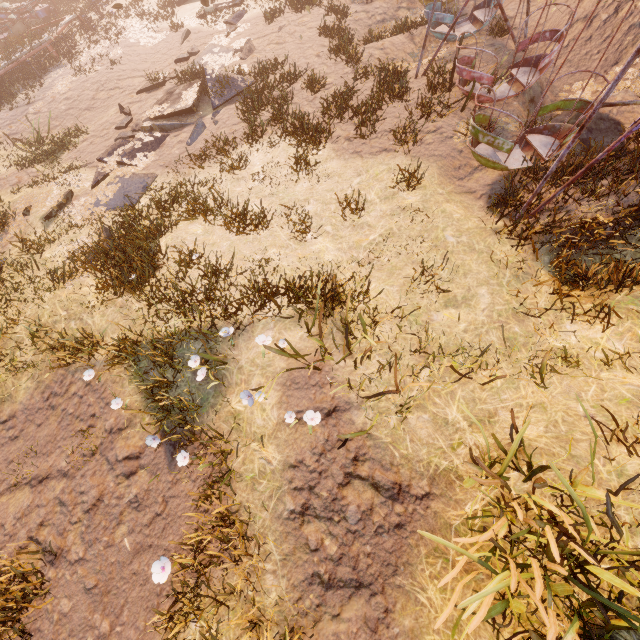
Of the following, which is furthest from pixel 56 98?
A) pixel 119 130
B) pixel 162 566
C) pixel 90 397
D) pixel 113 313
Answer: pixel 162 566

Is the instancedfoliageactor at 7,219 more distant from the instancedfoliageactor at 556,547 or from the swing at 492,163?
the instancedfoliageactor at 556,547

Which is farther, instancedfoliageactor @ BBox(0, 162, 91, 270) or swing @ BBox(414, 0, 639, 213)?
instancedfoliageactor @ BBox(0, 162, 91, 270)

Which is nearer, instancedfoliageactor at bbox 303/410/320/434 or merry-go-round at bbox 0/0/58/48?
instancedfoliageactor at bbox 303/410/320/434

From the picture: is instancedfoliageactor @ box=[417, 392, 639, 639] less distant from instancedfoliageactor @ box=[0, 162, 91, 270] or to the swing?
the swing

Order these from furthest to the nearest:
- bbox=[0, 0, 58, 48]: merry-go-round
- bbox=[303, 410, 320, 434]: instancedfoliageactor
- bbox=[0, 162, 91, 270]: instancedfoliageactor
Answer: bbox=[0, 0, 58, 48]: merry-go-round < bbox=[0, 162, 91, 270]: instancedfoliageactor < bbox=[303, 410, 320, 434]: instancedfoliageactor

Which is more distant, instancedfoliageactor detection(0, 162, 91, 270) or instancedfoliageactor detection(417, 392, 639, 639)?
instancedfoliageactor detection(0, 162, 91, 270)

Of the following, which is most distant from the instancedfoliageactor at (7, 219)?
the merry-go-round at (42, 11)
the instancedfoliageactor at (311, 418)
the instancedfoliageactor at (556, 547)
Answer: the instancedfoliageactor at (556, 547)
